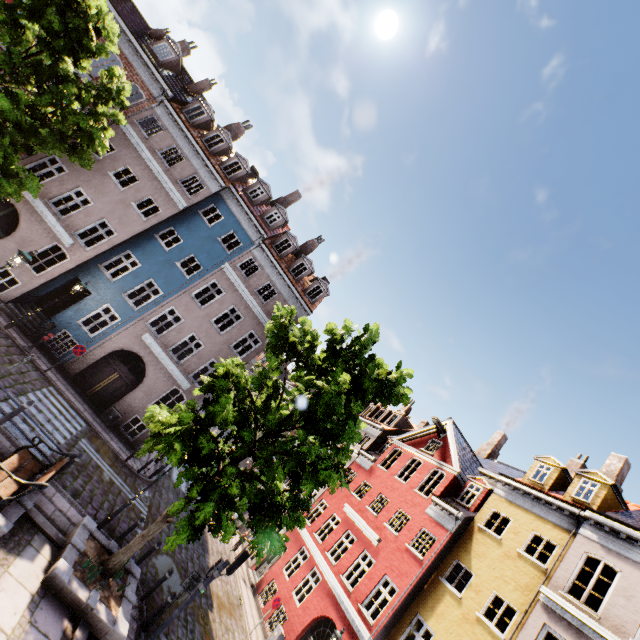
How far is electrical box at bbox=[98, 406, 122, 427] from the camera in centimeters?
1727cm

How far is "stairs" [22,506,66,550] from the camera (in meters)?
7.98

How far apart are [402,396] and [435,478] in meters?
12.2 m

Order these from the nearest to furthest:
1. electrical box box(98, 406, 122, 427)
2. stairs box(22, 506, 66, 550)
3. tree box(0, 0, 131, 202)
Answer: stairs box(22, 506, 66, 550) < tree box(0, 0, 131, 202) < electrical box box(98, 406, 122, 427)

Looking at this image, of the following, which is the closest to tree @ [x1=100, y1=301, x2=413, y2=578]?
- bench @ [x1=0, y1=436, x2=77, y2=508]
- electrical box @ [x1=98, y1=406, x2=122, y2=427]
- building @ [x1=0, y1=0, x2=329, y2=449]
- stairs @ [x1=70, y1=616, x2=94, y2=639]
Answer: stairs @ [x1=70, y1=616, x2=94, y2=639]

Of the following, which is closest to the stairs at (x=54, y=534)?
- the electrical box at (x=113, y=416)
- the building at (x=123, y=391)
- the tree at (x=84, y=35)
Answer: the tree at (x=84, y=35)

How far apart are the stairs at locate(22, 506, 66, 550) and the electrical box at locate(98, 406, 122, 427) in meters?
9.1

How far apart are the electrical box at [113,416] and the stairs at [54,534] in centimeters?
907cm
